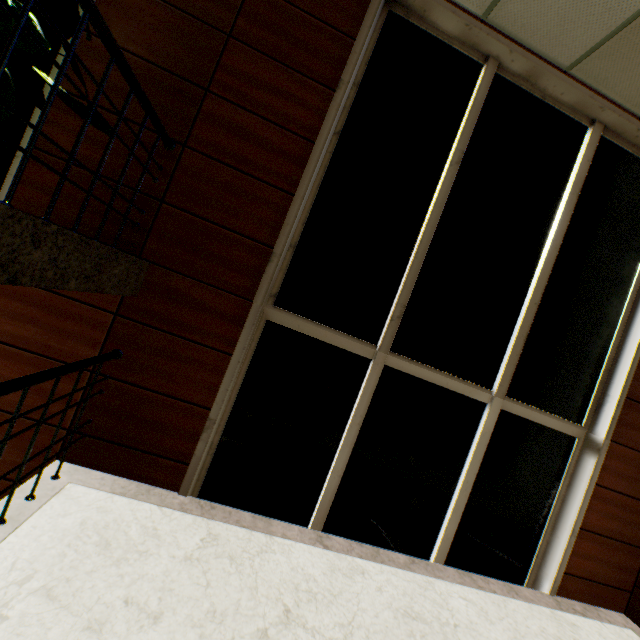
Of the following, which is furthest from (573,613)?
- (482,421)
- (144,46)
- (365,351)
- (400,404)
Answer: (144,46)

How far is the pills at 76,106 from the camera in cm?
186

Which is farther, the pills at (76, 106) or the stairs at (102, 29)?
the pills at (76, 106)

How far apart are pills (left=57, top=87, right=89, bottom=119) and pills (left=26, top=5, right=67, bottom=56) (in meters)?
0.41

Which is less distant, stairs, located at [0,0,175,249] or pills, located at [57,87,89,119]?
stairs, located at [0,0,175,249]

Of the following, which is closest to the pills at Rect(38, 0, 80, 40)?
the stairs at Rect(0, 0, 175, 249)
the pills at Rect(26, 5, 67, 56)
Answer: the pills at Rect(26, 5, 67, 56)

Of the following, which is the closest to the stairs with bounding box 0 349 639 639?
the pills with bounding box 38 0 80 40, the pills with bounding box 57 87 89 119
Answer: the pills with bounding box 57 87 89 119
